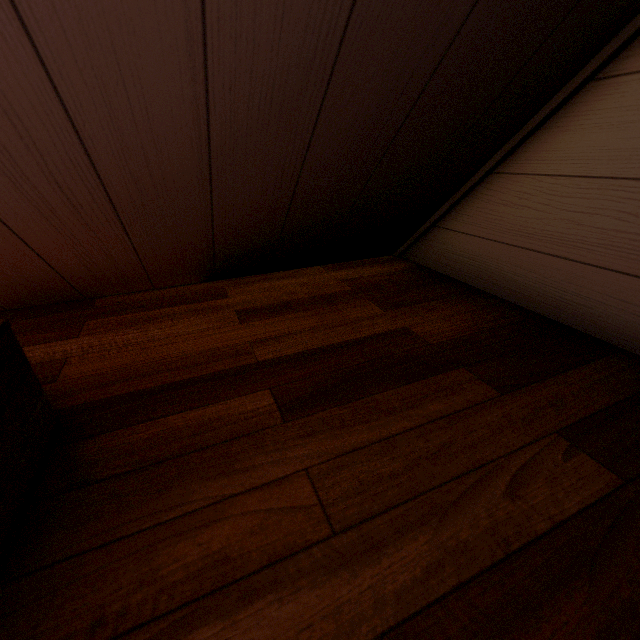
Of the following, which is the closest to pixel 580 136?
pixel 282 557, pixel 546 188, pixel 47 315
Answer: pixel 546 188
